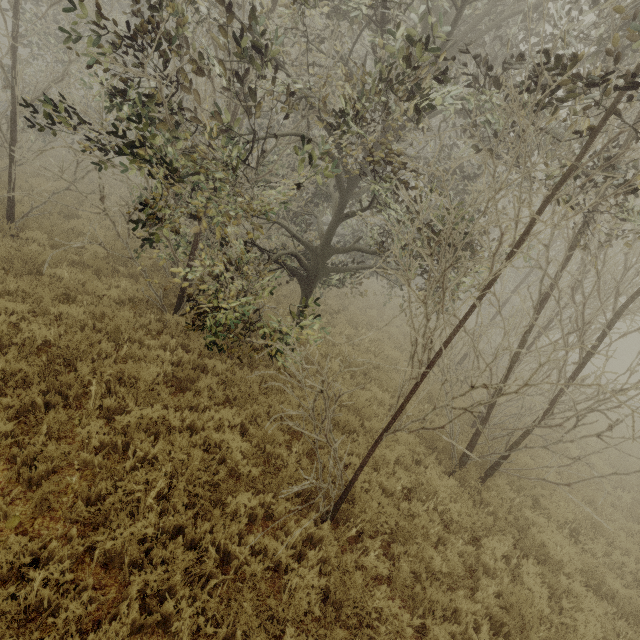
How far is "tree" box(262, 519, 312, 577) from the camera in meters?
3.9

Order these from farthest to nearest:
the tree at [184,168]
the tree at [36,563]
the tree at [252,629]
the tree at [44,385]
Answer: the tree at [44,385]
the tree at [184,168]
the tree at [252,629]
the tree at [36,563]

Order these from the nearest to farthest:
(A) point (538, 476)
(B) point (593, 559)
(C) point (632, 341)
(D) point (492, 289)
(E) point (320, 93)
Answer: (B) point (593, 559), (E) point (320, 93), (A) point (538, 476), (D) point (492, 289), (C) point (632, 341)

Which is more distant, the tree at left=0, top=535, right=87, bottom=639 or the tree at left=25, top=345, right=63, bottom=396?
the tree at left=25, top=345, right=63, bottom=396

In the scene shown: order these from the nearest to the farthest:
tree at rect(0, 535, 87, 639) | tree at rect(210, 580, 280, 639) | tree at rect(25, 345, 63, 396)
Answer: tree at rect(0, 535, 87, 639) < tree at rect(210, 580, 280, 639) < tree at rect(25, 345, 63, 396)

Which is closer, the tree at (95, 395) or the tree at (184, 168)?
the tree at (184, 168)
